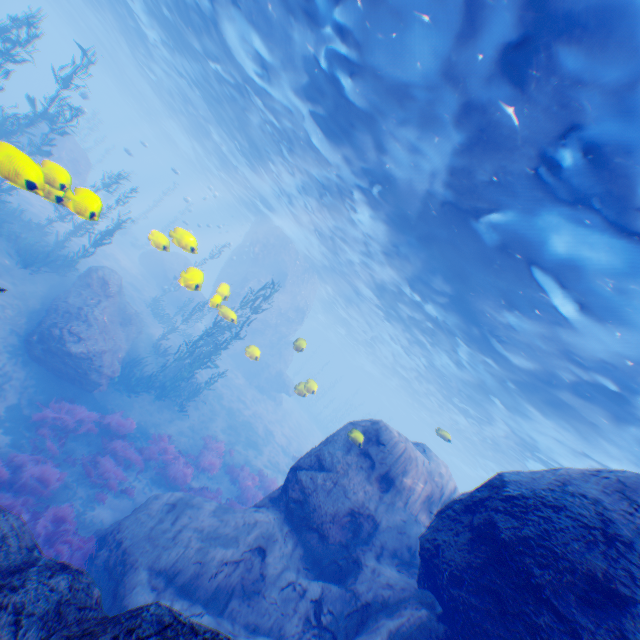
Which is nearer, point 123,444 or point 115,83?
point 123,444

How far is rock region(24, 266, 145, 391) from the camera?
11.9 meters

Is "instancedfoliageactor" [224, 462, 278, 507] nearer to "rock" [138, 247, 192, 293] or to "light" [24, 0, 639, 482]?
"rock" [138, 247, 192, 293]

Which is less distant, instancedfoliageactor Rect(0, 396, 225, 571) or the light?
the light

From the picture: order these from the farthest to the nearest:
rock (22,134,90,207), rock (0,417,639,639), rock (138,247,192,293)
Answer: rock (138,247,192,293) < rock (22,134,90,207) < rock (0,417,639,639)

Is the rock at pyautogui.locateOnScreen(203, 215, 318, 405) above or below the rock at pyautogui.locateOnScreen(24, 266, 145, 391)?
above

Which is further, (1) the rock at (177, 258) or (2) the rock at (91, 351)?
(1) the rock at (177, 258)

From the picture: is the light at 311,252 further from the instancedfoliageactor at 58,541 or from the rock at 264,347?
the instancedfoliageactor at 58,541
